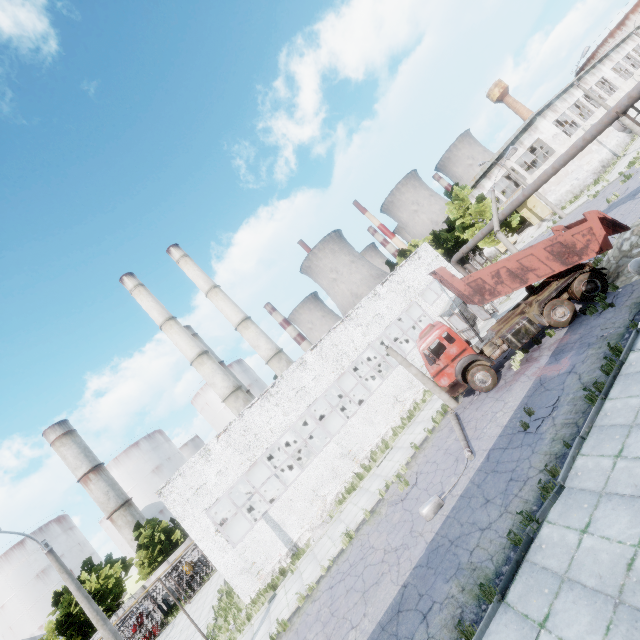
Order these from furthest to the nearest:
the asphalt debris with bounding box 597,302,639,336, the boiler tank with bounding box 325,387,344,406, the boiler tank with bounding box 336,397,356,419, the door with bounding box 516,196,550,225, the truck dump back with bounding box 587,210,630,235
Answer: the door with bounding box 516,196,550,225 < the boiler tank with bounding box 325,387,344,406 < the boiler tank with bounding box 336,397,356,419 < the truck dump back with bounding box 587,210,630,235 < the asphalt debris with bounding box 597,302,639,336

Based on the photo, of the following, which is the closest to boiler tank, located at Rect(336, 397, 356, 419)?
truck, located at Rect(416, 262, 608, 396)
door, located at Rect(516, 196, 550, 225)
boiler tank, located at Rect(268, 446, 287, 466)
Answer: boiler tank, located at Rect(268, 446, 287, 466)

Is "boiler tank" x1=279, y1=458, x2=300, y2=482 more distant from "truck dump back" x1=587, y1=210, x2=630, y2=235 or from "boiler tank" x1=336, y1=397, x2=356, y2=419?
"truck dump back" x1=587, y1=210, x2=630, y2=235

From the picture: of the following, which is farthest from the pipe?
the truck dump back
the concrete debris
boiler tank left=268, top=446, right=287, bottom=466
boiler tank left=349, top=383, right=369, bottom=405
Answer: boiler tank left=268, top=446, right=287, bottom=466

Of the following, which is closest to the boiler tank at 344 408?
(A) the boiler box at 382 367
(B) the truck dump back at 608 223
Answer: (A) the boiler box at 382 367

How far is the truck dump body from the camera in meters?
13.4 m

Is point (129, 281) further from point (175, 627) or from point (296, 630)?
point (296, 630)

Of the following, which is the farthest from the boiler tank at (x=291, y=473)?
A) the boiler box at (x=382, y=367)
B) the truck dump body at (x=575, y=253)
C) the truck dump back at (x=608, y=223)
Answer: the truck dump back at (x=608, y=223)
